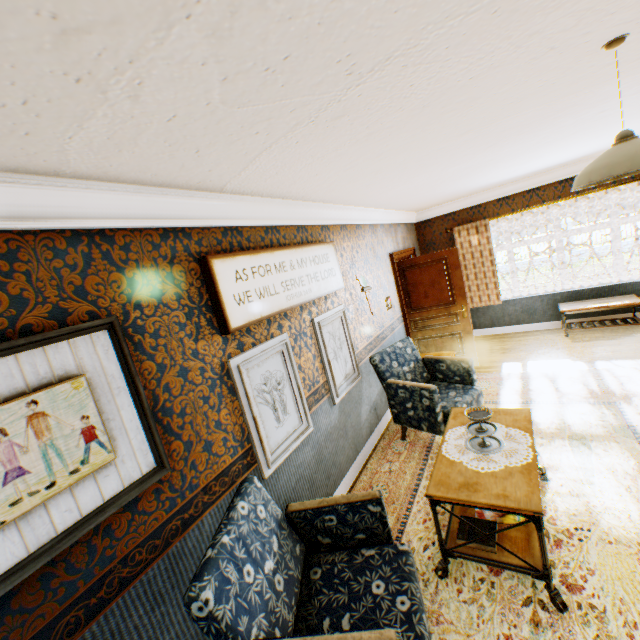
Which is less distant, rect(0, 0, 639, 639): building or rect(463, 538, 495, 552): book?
rect(0, 0, 639, 639): building

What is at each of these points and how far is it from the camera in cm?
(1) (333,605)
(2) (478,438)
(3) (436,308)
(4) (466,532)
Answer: (1) chair, 184
(2) tray, 273
(3) bp, 602
(4) book, 238

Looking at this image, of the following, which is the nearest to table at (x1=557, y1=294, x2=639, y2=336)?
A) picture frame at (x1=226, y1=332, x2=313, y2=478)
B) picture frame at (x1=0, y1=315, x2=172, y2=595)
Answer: picture frame at (x1=226, y1=332, x2=313, y2=478)

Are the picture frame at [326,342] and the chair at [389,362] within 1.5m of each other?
yes

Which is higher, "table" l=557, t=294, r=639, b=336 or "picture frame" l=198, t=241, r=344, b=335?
"picture frame" l=198, t=241, r=344, b=335

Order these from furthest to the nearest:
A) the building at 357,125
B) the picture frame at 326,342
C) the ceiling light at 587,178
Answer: the picture frame at 326,342, the ceiling light at 587,178, the building at 357,125

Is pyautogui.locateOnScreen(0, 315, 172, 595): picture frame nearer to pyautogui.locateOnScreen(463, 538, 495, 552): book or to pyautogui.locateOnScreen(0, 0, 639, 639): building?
pyautogui.locateOnScreen(0, 0, 639, 639): building

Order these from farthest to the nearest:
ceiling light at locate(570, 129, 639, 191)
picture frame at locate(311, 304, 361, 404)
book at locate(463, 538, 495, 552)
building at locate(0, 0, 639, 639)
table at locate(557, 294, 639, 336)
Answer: table at locate(557, 294, 639, 336) → picture frame at locate(311, 304, 361, 404) → book at locate(463, 538, 495, 552) → ceiling light at locate(570, 129, 639, 191) → building at locate(0, 0, 639, 639)
